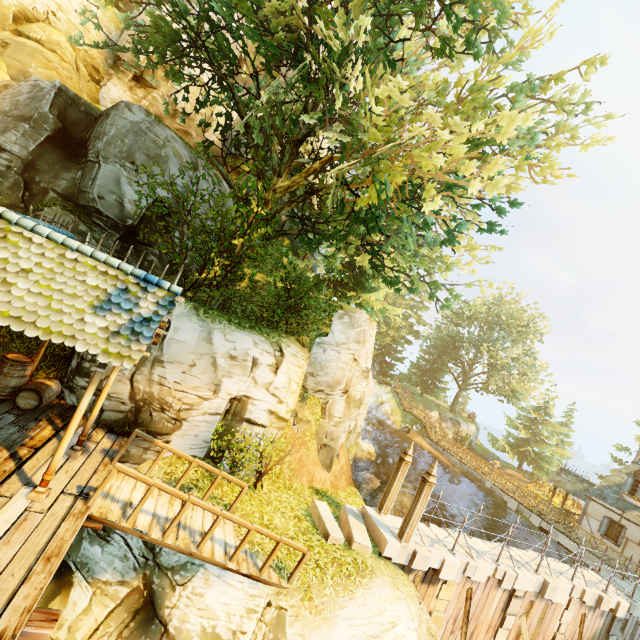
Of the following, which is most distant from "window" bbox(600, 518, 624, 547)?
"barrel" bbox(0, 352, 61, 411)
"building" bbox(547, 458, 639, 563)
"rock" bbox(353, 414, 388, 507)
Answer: "barrel" bbox(0, 352, 61, 411)

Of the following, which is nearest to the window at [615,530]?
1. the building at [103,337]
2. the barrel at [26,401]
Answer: the building at [103,337]

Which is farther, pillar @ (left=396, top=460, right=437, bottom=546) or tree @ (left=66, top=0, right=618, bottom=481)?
pillar @ (left=396, top=460, right=437, bottom=546)

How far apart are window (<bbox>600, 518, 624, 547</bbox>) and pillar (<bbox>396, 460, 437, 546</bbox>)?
19.28m

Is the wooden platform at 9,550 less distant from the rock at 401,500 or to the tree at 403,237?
the tree at 403,237

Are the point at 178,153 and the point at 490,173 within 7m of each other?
no

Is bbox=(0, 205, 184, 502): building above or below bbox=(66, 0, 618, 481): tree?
below

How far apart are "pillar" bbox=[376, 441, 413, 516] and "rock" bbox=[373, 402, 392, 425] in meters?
26.3
